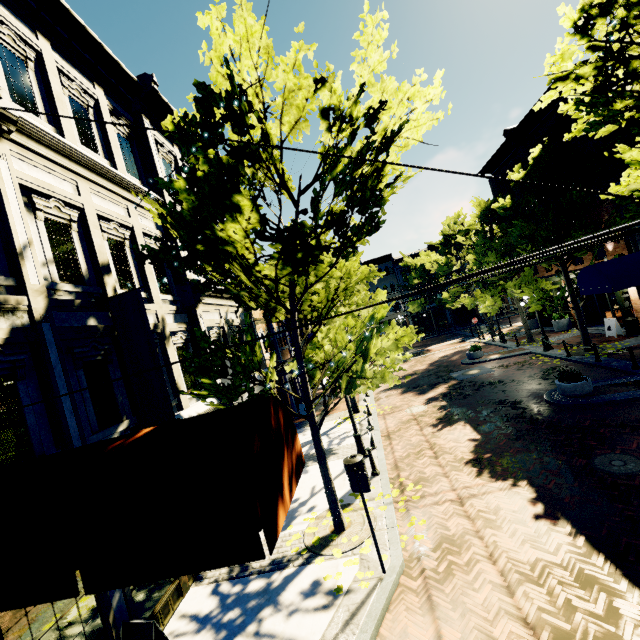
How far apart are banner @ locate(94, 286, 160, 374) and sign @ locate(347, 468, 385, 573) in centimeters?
371cm

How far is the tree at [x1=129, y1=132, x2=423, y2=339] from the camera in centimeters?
536cm

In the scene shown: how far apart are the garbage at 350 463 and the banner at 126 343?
4.99m

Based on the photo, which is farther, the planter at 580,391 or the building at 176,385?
the planter at 580,391

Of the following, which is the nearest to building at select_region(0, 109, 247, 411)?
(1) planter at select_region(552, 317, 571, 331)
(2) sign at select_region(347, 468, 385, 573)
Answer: (2) sign at select_region(347, 468, 385, 573)

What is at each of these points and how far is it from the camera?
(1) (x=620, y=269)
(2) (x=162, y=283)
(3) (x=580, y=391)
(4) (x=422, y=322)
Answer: (1) awning, 13.2 meters
(2) building, 9.8 meters
(3) planter, 11.1 meters
(4) building, 44.4 meters

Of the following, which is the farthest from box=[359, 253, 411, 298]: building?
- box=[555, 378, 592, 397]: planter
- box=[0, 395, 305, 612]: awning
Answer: box=[0, 395, 305, 612]: awning

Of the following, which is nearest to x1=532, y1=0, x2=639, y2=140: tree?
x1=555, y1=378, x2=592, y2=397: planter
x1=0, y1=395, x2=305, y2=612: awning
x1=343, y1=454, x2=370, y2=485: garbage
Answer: x1=0, y1=395, x2=305, y2=612: awning
